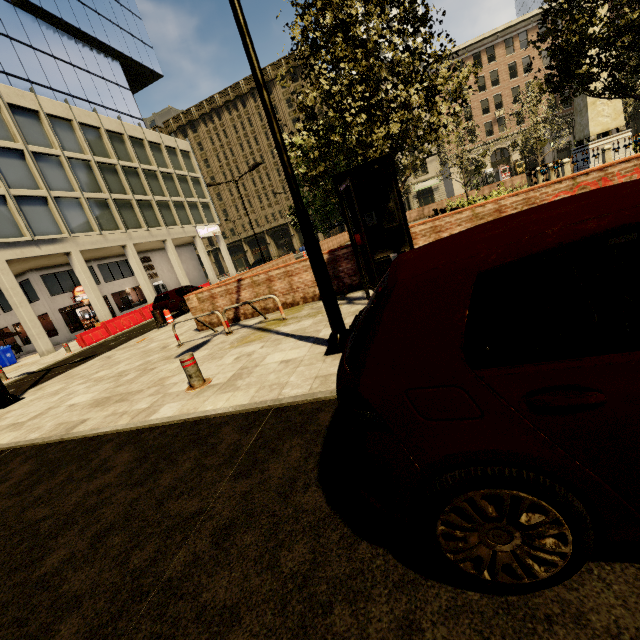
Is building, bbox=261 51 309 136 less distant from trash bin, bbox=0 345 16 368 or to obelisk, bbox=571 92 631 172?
trash bin, bbox=0 345 16 368

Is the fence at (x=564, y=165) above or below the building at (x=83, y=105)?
below

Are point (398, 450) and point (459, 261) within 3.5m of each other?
yes

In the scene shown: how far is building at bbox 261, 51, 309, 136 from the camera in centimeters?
4997cm

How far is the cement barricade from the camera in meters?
17.4 m

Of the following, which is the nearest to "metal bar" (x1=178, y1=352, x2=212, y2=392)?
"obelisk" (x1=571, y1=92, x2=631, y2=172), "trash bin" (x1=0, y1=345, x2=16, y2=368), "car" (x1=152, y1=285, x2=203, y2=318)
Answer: "car" (x1=152, y1=285, x2=203, y2=318)

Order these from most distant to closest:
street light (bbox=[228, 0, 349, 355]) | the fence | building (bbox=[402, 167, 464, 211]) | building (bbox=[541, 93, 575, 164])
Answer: building (bbox=[402, 167, 464, 211]), building (bbox=[541, 93, 575, 164]), the fence, street light (bbox=[228, 0, 349, 355])

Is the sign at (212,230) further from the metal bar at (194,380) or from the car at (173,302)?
the metal bar at (194,380)
